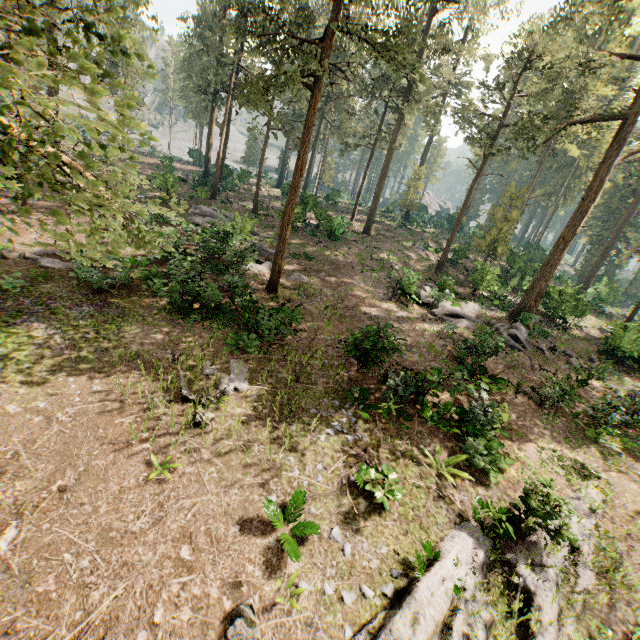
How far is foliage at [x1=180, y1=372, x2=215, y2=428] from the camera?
9.64m

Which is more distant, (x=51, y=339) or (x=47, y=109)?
(x=51, y=339)

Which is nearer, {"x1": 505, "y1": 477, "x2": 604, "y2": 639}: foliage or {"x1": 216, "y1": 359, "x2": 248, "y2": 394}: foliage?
{"x1": 505, "y1": 477, "x2": 604, "y2": 639}: foliage

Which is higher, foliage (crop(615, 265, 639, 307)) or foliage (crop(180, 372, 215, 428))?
foliage (crop(615, 265, 639, 307))

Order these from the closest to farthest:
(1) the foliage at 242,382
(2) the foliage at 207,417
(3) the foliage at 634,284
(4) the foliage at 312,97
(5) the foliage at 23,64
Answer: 1. (5) the foliage at 23,64
2. (2) the foliage at 207,417
3. (1) the foliage at 242,382
4. (4) the foliage at 312,97
5. (3) the foliage at 634,284

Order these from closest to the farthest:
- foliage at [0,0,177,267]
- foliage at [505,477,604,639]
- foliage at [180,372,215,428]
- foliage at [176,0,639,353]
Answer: foliage at [0,0,177,267]
foliage at [505,477,604,639]
foliage at [180,372,215,428]
foliage at [176,0,639,353]

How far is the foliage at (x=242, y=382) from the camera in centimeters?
1114cm
